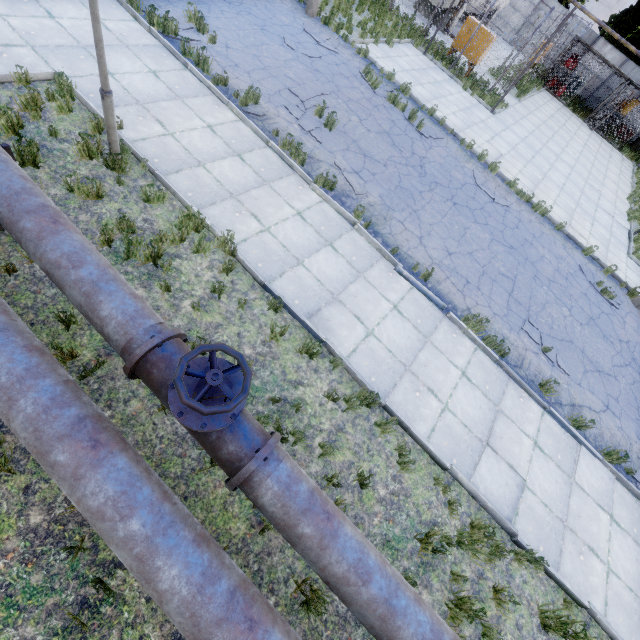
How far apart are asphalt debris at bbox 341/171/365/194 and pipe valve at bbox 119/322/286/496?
6.20m

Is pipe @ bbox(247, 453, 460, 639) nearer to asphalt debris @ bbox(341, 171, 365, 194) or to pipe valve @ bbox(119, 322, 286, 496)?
pipe valve @ bbox(119, 322, 286, 496)

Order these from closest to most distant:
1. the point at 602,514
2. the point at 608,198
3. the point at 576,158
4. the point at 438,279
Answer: the point at 602,514
the point at 438,279
the point at 608,198
the point at 576,158

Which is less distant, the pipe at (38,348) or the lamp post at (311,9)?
the pipe at (38,348)

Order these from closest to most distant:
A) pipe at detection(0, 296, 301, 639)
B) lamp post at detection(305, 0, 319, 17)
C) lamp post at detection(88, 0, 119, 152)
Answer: pipe at detection(0, 296, 301, 639) < lamp post at detection(88, 0, 119, 152) < lamp post at detection(305, 0, 319, 17)

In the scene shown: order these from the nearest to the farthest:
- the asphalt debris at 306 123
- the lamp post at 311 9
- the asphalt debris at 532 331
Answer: the asphalt debris at 532 331 → the asphalt debris at 306 123 → the lamp post at 311 9

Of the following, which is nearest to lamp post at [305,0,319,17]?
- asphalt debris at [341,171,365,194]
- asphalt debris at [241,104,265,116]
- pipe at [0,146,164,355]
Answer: asphalt debris at [241,104,265,116]

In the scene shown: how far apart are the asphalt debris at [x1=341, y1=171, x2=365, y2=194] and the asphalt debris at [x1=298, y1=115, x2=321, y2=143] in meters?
0.6 m
